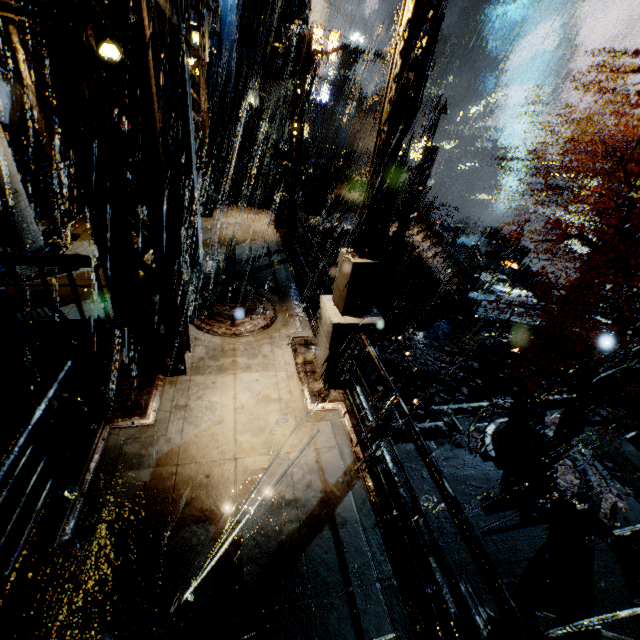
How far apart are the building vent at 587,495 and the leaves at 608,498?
0.0 meters

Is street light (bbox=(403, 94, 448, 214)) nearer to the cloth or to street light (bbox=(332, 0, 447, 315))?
street light (bbox=(332, 0, 447, 315))

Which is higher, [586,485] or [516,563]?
[516,563]

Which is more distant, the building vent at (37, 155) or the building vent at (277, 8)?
the building vent at (277, 8)

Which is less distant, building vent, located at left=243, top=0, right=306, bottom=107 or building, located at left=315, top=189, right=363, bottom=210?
building vent, located at left=243, top=0, right=306, bottom=107

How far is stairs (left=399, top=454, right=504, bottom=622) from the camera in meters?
5.6

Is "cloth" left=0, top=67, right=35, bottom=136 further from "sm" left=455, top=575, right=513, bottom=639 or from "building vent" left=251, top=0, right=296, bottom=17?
"sm" left=455, top=575, right=513, bottom=639

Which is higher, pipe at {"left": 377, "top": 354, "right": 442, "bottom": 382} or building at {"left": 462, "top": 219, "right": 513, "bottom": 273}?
pipe at {"left": 377, "top": 354, "right": 442, "bottom": 382}
